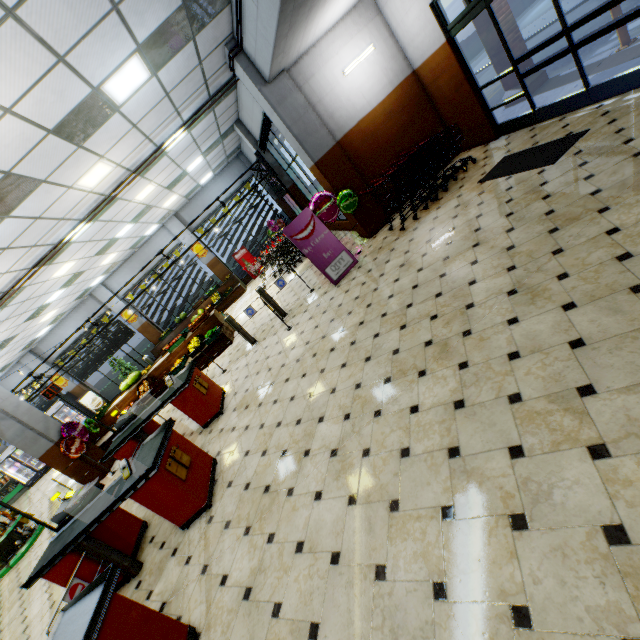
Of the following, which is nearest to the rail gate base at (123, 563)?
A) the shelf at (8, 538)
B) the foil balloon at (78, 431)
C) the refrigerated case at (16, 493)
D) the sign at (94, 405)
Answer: the foil balloon at (78, 431)

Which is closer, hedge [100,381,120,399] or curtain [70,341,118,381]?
curtain [70,341,118,381]

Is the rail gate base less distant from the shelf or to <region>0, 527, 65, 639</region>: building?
<region>0, 527, 65, 639</region>: building

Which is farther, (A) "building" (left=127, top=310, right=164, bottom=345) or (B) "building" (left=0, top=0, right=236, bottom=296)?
(A) "building" (left=127, top=310, right=164, bottom=345)

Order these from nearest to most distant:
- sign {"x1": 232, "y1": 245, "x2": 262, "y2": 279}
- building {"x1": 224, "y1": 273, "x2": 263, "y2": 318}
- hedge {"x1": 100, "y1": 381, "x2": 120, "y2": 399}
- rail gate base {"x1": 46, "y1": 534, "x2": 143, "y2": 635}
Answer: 1. rail gate base {"x1": 46, "y1": 534, "x2": 143, "y2": 635}
2. building {"x1": 224, "y1": 273, "x2": 263, "y2": 318}
3. sign {"x1": 232, "y1": 245, "x2": 262, "y2": 279}
4. hedge {"x1": 100, "y1": 381, "x2": 120, "y2": 399}

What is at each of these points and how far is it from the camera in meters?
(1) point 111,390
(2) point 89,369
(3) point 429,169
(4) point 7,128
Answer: (1) hedge, 18.2 m
(2) curtain, 17.3 m
(3) shopping cart, 6.6 m
(4) building, 4.0 m

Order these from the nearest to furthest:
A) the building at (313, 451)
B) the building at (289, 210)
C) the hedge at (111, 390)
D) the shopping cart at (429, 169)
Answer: the building at (313, 451)
the shopping cart at (429, 169)
the building at (289, 210)
the hedge at (111, 390)

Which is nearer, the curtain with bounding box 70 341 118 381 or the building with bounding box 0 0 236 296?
the building with bounding box 0 0 236 296
